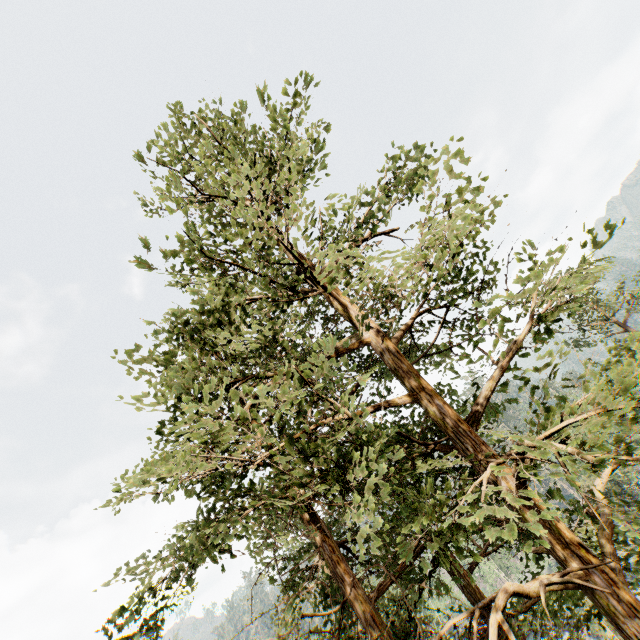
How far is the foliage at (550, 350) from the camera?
5.88m

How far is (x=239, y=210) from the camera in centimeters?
748cm

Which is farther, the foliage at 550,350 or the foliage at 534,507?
the foliage at 550,350

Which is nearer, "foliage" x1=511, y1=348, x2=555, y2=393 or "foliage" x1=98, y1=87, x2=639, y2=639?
"foliage" x1=98, y1=87, x2=639, y2=639

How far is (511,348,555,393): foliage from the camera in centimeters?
588cm
